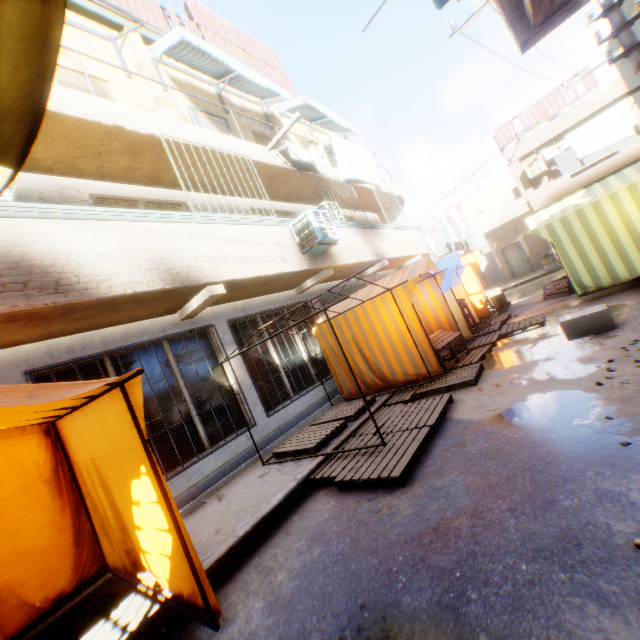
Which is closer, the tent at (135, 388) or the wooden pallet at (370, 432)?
the tent at (135, 388)

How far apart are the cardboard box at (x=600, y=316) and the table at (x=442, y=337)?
1.26m

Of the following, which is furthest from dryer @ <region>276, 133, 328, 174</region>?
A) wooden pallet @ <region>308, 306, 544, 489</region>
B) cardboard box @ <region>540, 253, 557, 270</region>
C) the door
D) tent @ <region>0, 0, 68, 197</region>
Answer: cardboard box @ <region>540, 253, 557, 270</region>

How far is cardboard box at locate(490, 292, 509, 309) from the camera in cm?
1316

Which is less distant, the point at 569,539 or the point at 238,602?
the point at 569,539

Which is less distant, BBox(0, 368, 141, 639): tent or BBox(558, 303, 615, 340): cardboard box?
BBox(0, 368, 141, 639): tent

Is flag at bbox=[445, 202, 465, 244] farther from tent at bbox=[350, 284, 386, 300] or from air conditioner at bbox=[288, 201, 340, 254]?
air conditioner at bbox=[288, 201, 340, 254]
